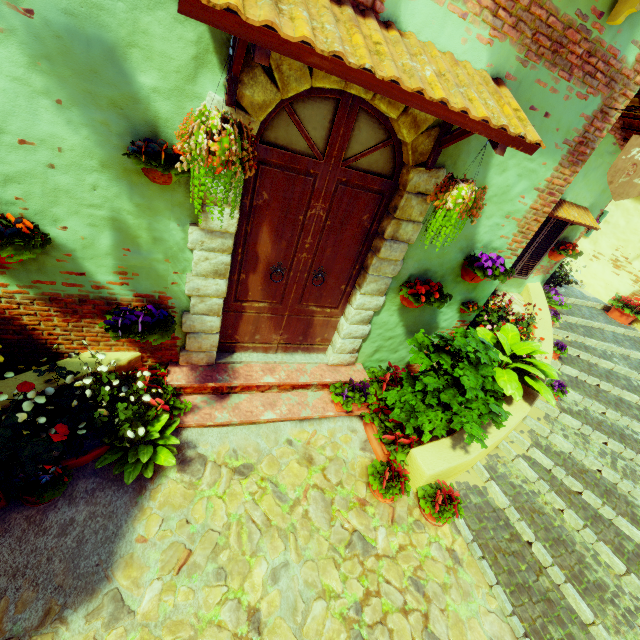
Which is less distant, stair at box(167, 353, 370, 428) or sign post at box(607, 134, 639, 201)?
sign post at box(607, 134, 639, 201)

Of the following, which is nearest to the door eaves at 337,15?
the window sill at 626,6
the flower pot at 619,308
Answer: the window sill at 626,6

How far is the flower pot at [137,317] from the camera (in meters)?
2.83

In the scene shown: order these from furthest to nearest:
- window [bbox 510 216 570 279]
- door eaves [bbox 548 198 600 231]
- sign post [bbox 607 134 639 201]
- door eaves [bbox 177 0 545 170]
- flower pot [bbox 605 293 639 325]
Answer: flower pot [bbox 605 293 639 325] < window [bbox 510 216 570 279] < door eaves [bbox 548 198 600 231] < sign post [bbox 607 134 639 201] < door eaves [bbox 177 0 545 170]

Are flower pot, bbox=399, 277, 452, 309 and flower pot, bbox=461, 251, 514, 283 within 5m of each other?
yes

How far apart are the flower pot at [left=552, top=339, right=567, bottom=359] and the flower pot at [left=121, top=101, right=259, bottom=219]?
5.8 meters

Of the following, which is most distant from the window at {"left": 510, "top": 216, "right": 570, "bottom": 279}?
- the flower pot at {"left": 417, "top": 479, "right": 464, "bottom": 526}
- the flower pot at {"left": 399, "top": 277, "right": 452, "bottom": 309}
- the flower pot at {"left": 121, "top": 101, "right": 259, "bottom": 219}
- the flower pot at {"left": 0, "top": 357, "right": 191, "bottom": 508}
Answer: the flower pot at {"left": 0, "top": 357, "right": 191, "bottom": 508}

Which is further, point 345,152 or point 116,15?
point 345,152
